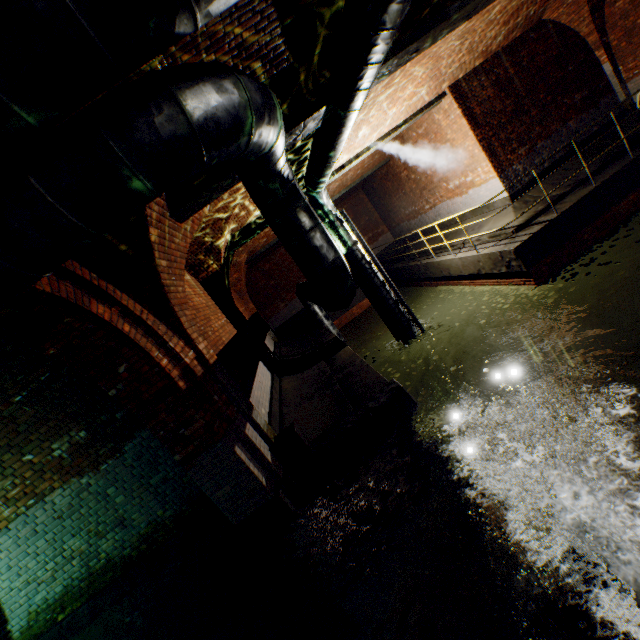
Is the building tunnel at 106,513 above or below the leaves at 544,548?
above

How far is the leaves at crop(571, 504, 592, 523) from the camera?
Result: 3.4 meters

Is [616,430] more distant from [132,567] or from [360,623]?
[132,567]

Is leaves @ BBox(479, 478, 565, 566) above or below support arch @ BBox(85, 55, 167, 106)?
below

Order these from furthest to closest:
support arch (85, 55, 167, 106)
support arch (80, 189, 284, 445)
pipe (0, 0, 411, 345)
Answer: support arch (80, 189, 284, 445) < support arch (85, 55, 167, 106) < pipe (0, 0, 411, 345)

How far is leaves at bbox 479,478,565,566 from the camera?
3.3m

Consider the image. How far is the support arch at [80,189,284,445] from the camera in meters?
3.9 m

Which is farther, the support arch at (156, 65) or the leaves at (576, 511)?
the leaves at (576, 511)
